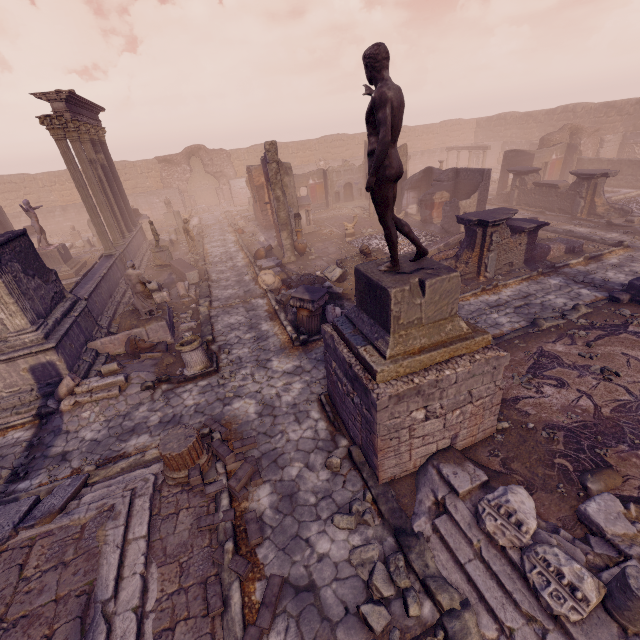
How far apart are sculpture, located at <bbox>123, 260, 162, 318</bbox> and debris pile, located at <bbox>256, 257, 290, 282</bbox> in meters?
4.6

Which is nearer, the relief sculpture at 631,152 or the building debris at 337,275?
the building debris at 337,275

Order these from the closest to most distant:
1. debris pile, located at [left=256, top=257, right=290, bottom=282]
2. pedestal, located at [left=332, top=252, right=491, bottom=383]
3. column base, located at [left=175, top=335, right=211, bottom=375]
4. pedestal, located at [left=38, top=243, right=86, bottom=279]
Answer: pedestal, located at [left=332, top=252, right=491, bottom=383]
column base, located at [left=175, top=335, right=211, bottom=375]
debris pile, located at [left=256, top=257, right=290, bottom=282]
pedestal, located at [left=38, top=243, right=86, bottom=279]

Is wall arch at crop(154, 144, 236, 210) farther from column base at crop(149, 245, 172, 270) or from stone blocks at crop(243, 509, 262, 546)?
stone blocks at crop(243, 509, 262, 546)

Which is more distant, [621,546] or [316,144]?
[316,144]

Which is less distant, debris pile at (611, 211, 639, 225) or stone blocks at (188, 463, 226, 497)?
stone blocks at (188, 463, 226, 497)

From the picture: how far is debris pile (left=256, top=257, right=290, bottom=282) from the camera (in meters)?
13.75

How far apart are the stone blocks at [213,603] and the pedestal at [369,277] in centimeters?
293cm
